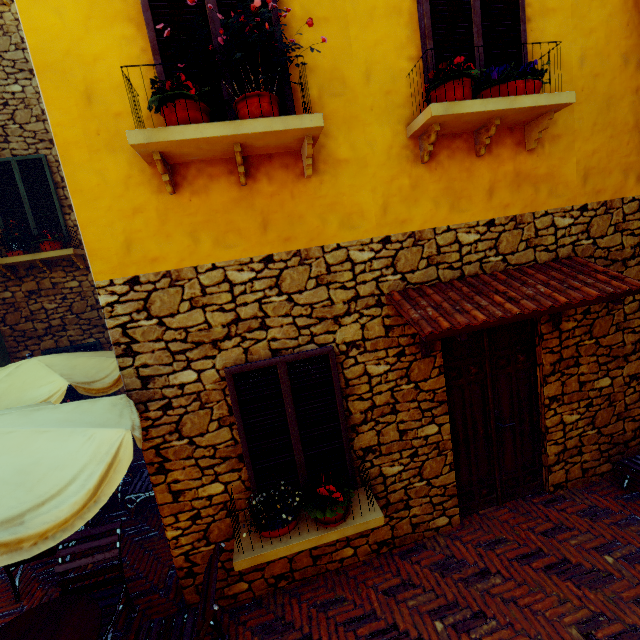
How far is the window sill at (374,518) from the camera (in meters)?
3.07

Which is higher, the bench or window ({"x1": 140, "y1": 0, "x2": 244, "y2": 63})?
window ({"x1": 140, "y1": 0, "x2": 244, "y2": 63})

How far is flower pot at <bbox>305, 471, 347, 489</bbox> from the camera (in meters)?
3.33

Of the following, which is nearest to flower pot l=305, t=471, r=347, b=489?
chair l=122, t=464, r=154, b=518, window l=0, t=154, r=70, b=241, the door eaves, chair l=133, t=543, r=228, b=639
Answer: chair l=133, t=543, r=228, b=639

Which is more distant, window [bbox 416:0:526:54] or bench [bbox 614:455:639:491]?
bench [bbox 614:455:639:491]

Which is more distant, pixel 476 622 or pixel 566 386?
pixel 566 386

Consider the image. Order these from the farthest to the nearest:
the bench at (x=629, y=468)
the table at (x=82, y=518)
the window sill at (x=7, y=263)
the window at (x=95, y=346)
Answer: the window at (x=95, y=346), the window sill at (x=7, y=263), the bench at (x=629, y=468), the table at (x=82, y=518)

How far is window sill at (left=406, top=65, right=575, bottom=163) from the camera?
2.88m
